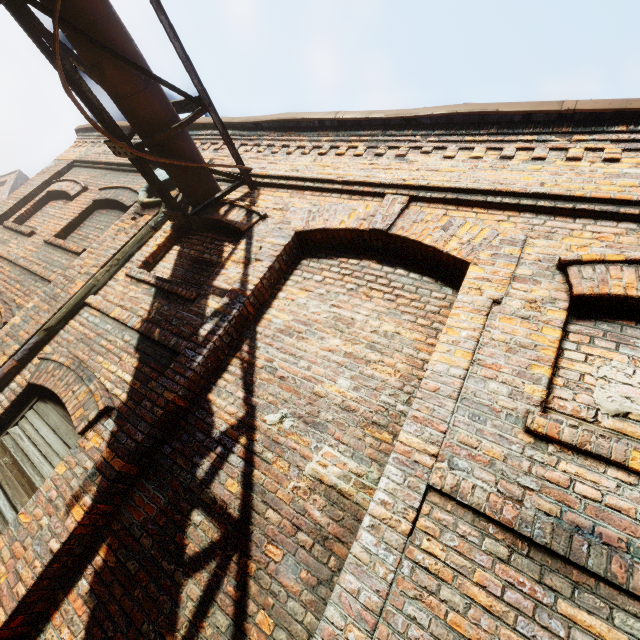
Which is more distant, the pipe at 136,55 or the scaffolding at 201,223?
the scaffolding at 201,223

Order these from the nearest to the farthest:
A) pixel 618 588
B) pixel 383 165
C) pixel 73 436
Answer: pixel 618 588 < pixel 73 436 < pixel 383 165

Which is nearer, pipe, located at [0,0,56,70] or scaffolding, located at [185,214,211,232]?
pipe, located at [0,0,56,70]

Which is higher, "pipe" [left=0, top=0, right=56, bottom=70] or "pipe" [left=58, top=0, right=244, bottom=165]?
"pipe" [left=58, top=0, right=244, bottom=165]

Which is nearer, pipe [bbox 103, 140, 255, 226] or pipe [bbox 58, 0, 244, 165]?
pipe [bbox 58, 0, 244, 165]

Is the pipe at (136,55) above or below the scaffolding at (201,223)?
above
